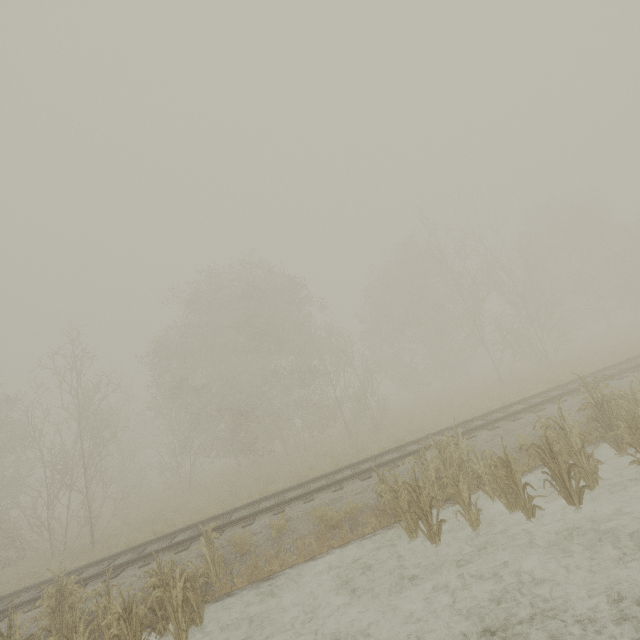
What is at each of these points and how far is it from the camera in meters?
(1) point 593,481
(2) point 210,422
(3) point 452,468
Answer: (1) tree, 6.9 m
(2) tree, 25.9 m
(3) tree, 8.5 m

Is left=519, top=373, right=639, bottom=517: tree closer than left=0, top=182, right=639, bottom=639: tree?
Yes

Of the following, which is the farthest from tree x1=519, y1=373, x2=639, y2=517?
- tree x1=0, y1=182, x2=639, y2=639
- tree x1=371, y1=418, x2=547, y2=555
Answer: tree x1=0, y1=182, x2=639, y2=639

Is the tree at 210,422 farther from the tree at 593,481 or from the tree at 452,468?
the tree at 593,481

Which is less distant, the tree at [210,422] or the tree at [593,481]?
the tree at [593,481]

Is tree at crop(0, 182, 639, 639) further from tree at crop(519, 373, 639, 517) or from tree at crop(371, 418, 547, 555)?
tree at crop(519, 373, 639, 517)
